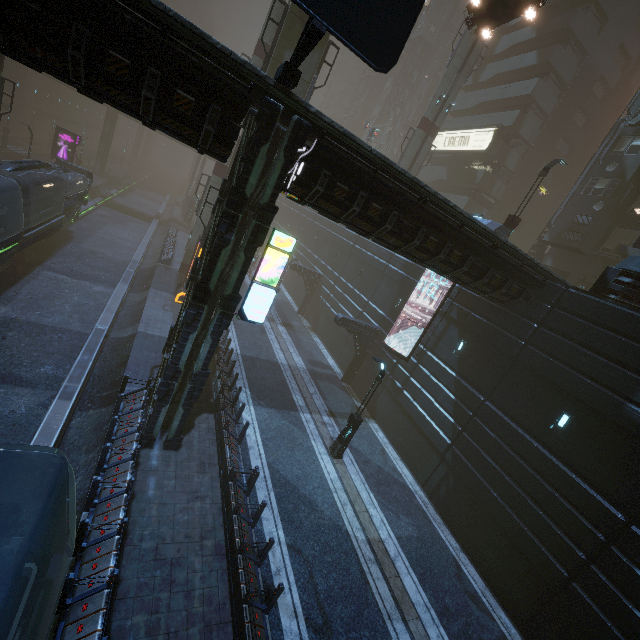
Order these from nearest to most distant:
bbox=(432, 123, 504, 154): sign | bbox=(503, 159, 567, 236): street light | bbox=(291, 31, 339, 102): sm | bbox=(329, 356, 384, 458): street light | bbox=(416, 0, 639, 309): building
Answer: bbox=(329, 356, 384, 458): street light
bbox=(291, 31, 339, 102): sm
bbox=(503, 159, 567, 236): street light
bbox=(416, 0, 639, 309): building
bbox=(432, 123, 504, 154): sign

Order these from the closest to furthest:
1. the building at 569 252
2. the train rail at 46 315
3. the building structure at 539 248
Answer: the train rail at 46 315 < the building at 569 252 < the building structure at 539 248

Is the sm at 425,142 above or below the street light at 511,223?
above

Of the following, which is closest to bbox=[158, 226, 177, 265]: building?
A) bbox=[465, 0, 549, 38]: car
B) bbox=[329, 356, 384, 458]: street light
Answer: bbox=[465, 0, 549, 38]: car

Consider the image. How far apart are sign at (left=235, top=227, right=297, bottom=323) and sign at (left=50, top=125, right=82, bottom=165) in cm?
3977

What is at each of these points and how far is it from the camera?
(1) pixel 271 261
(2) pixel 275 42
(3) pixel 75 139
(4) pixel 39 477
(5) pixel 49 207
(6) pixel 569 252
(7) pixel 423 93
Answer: (1) sign, 10.2 meters
(2) sm, 15.5 meters
(3) sign, 35.5 meters
(4) train, 5.4 meters
(5) train, 22.5 meters
(6) building, 25.5 meters
(7) building, 54.4 meters

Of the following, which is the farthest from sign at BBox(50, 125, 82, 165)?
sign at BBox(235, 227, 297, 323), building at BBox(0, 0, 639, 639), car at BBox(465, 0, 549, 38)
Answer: sign at BBox(235, 227, 297, 323)

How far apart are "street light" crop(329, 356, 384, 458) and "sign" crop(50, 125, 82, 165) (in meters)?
41.99
